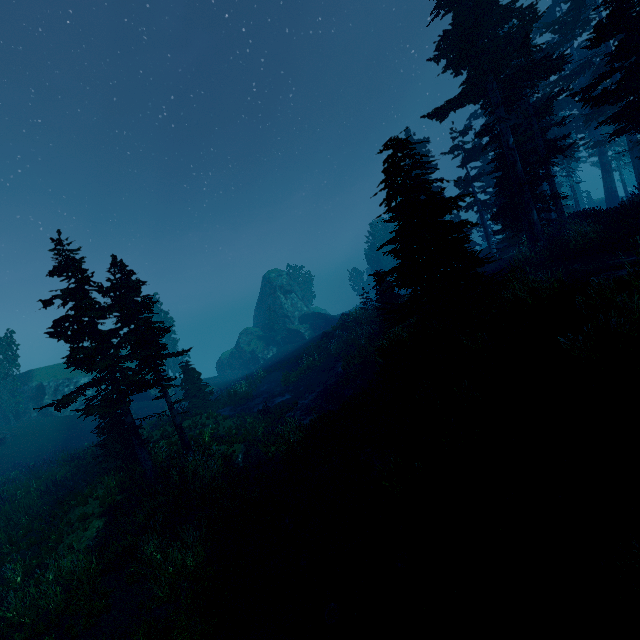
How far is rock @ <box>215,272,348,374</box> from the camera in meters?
50.8 m

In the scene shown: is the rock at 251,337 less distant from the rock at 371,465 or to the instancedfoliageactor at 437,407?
the instancedfoliageactor at 437,407

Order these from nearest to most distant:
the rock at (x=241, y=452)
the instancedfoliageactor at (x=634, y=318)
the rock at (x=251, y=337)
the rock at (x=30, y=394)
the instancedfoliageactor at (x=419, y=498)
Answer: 1. the instancedfoliageactor at (x=634, y=318)
2. the instancedfoliageactor at (x=419, y=498)
3. the rock at (x=241, y=452)
4. the rock at (x=30, y=394)
5. the rock at (x=251, y=337)

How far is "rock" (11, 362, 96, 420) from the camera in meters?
34.1 m

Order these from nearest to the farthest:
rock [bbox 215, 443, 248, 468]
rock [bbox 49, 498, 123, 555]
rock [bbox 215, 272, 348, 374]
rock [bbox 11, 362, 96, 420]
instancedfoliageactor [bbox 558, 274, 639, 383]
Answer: instancedfoliageactor [bbox 558, 274, 639, 383] < rock [bbox 49, 498, 123, 555] < rock [bbox 215, 443, 248, 468] < rock [bbox 11, 362, 96, 420] < rock [bbox 215, 272, 348, 374]

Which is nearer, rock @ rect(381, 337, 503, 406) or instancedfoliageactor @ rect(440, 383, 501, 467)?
instancedfoliageactor @ rect(440, 383, 501, 467)

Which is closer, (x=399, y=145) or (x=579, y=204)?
(x=399, y=145)

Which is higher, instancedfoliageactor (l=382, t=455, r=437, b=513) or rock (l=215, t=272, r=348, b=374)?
rock (l=215, t=272, r=348, b=374)
